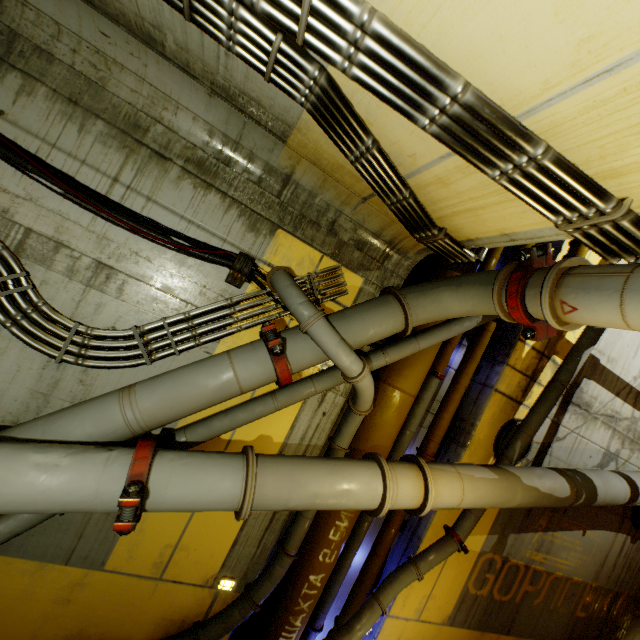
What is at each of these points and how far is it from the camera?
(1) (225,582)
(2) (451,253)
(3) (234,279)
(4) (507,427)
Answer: (1) light, 4.1m
(2) pipe, 3.7m
(3) cable, 3.7m
(4) cable, 5.4m

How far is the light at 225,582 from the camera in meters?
4.1 m

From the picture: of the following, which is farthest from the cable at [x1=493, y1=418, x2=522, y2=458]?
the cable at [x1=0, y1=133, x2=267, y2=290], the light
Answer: the light

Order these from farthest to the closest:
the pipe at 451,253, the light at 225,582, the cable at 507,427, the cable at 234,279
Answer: the cable at 507,427
the light at 225,582
the cable at 234,279
the pipe at 451,253

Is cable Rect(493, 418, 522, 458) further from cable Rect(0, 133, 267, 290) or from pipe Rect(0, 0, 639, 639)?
cable Rect(0, 133, 267, 290)

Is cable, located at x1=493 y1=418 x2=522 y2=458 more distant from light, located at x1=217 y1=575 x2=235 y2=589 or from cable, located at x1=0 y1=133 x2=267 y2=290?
light, located at x1=217 y1=575 x2=235 y2=589

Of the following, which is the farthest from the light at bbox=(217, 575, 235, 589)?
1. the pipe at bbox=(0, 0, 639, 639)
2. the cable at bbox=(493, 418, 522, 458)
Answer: the cable at bbox=(493, 418, 522, 458)

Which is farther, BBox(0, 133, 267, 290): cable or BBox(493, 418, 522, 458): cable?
BBox(493, 418, 522, 458): cable
